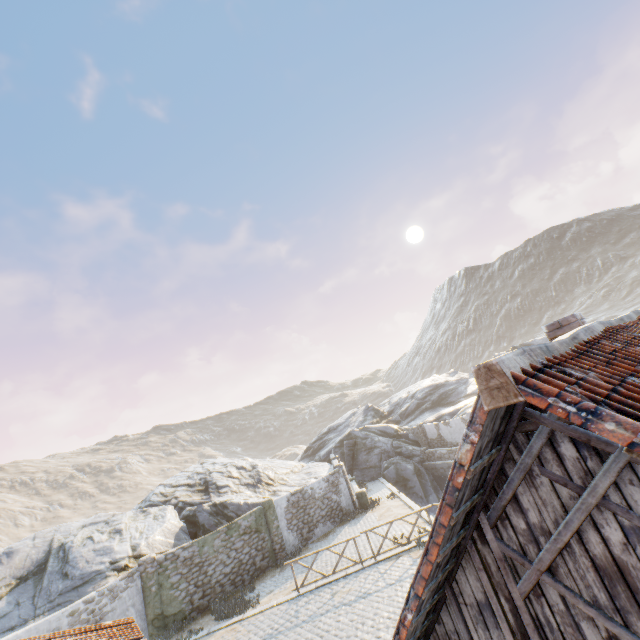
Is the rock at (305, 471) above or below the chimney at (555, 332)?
below

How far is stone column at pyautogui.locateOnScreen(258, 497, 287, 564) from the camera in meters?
17.9 m

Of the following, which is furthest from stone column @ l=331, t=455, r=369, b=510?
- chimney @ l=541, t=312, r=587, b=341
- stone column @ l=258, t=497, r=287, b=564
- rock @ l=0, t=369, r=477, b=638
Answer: chimney @ l=541, t=312, r=587, b=341

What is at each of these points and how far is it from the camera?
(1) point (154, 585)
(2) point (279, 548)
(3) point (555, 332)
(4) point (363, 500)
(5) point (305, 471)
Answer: (1) stone column, 14.5 meters
(2) stone column, 18.0 meters
(3) chimney, 5.8 meters
(4) stone column, 21.7 meters
(5) rock, 30.5 meters

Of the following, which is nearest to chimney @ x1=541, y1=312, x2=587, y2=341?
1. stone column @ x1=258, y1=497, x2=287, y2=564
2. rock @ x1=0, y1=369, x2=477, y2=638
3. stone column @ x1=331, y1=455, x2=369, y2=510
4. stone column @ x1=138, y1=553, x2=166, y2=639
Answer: rock @ x1=0, y1=369, x2=477, y2=638

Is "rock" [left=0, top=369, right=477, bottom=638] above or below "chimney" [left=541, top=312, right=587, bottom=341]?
below

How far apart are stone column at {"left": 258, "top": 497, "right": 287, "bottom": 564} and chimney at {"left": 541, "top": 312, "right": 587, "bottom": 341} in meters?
17.7 m

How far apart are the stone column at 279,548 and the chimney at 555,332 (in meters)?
17.74
